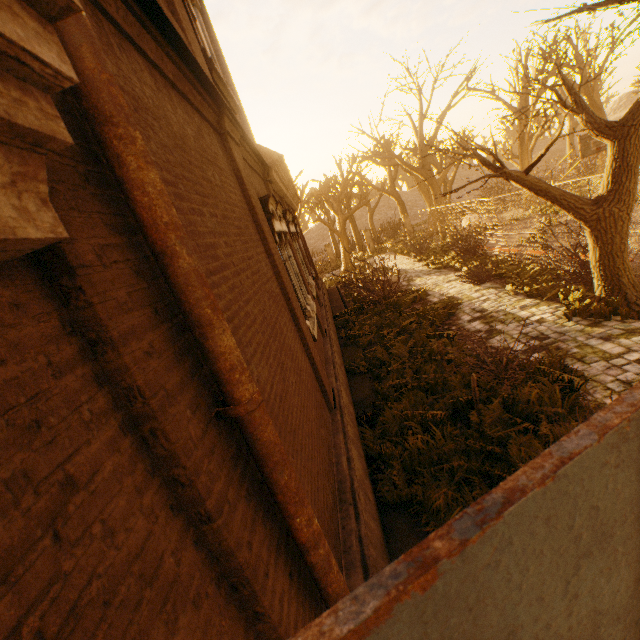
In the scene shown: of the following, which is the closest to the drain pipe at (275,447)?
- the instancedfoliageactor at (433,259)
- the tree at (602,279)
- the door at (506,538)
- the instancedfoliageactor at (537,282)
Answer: the door at (506,538)

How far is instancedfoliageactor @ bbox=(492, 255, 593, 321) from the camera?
7.7 meters

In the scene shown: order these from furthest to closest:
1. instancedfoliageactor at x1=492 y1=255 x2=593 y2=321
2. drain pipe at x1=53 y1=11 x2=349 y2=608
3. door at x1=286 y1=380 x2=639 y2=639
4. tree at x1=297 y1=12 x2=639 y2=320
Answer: instancedfoliageactor at x1=492 y1=255 x2=593 y2=321
tree at x1=297 y1=12 x2=639 y2=320
drain pipe at x1=53 y1=11 x2=349 y2=608
door at x1=286 y1=380 x2=639 y2=639

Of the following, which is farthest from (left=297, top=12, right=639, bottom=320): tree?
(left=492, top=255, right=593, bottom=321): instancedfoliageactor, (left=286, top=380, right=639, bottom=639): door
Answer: (left=286, top=380, right=639, bottom=639): door

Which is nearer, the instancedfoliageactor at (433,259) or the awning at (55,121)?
the awning at (55,121)

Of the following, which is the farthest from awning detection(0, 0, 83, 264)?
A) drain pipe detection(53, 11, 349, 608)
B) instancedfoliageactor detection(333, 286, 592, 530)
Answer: instancedfoliageactor detection(333, 286, 592, 530)

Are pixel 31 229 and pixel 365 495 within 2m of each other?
no

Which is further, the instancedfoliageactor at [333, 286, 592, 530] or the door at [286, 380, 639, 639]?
the instancedfoliageactor at [333, 286, 592, 530]
